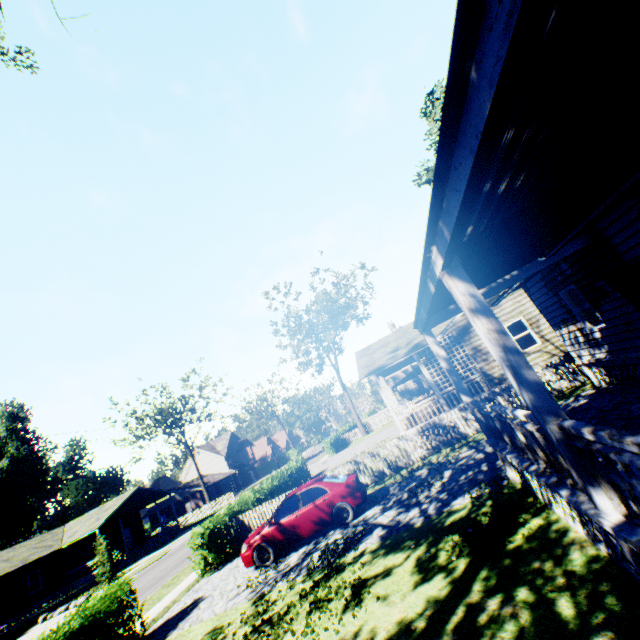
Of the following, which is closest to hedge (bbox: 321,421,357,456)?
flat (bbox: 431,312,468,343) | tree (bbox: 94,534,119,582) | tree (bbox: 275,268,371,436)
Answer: tree (bbox: 275,268,371,436)

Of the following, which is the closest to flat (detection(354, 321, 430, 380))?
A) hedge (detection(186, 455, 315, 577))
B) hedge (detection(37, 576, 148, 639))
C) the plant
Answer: hedge (detection(186, 455, 315, 577))

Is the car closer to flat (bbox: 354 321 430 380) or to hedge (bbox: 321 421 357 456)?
flat (bbox: 354 321 430 380)

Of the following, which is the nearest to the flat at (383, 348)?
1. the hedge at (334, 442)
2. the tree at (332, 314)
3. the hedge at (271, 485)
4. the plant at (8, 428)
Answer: the hedge at (271, 485)

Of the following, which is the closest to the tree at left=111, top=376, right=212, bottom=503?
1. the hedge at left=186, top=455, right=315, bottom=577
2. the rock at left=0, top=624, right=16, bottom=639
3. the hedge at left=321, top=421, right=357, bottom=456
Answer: the hedge at left=321, top=421, right=357, bottom=456

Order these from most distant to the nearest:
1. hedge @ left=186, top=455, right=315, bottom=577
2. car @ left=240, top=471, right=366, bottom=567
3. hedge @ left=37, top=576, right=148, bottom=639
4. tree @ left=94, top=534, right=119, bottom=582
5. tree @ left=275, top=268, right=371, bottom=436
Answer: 1. tree @ left=275, top=268, right=371, bottom=436
2. tree @ left=94, top=534, right=119, bottom=582
3. hedge @ left=186, top=455, right=315, bottom=577
4. car @ left=240, top=471, right=366, bottom=567
5. hedge @ left=37, top=576, right=148, bottom=639

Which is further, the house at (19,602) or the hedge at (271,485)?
the house at (19,602)

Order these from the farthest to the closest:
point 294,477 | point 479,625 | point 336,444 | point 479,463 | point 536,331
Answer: point 336,444 → point 294,477 → point 536,331 → point 479,463 → point 479,625
